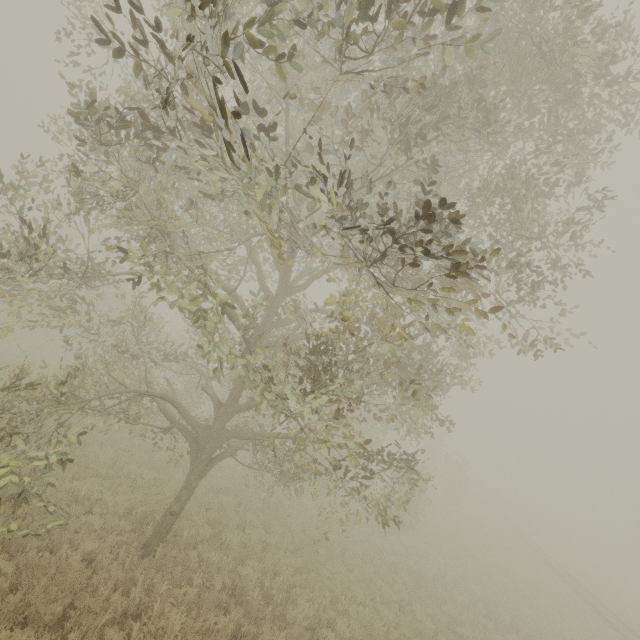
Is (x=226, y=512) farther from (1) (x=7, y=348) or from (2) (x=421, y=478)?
(1) (x=7, y=348)

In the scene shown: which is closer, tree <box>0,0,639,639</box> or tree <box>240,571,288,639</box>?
tree <box>0,0,639,639</box>

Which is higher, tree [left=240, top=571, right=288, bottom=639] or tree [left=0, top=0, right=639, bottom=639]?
tree [left=0, top=0, right=639, bottom=639]

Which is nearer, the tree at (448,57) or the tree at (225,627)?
the tree at (448,57)
